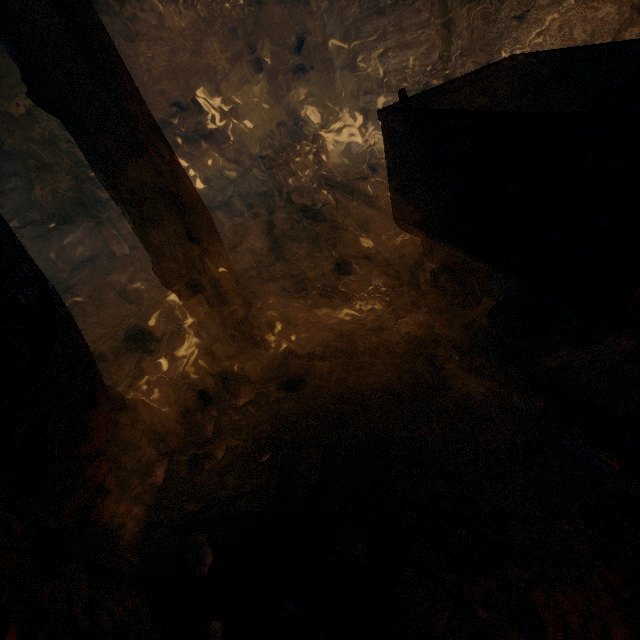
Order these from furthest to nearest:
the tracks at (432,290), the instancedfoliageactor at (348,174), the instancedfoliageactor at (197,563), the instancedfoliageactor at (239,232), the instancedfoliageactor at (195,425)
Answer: the instancedfoliageactor at (348,174) < the instancedfoliageactor at (239,232) < the instancedfoliageactor at (195,425) < the instancedfoliageactor at (197,563) < the tracks at (432,290)

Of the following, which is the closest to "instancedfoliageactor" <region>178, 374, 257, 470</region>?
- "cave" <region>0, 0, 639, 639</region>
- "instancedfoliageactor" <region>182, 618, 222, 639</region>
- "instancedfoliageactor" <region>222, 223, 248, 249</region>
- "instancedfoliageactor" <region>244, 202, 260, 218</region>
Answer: "cave" <region>0, 0, 639, 639</region>

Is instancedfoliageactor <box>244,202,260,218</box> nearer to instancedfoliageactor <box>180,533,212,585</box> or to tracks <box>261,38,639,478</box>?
tracks <box>261,38,639,478</box>

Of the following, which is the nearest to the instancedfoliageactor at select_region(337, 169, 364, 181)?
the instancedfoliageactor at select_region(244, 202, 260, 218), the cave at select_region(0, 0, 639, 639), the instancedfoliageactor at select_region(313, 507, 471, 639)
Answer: the cave at select_region(0, 0, 639, 639)

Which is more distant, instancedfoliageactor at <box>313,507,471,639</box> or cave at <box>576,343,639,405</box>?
cave at <box>576,343,639,405</box>

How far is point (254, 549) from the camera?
1.71m

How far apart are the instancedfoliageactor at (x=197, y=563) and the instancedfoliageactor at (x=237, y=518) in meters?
A: 0.5 m

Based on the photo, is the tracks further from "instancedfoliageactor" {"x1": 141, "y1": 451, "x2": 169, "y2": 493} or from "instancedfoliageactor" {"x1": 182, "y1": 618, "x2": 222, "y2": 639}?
"instancedfoliageactor" {"x1": 182, "y1": 618, "x2": 222, "y2": 639}
